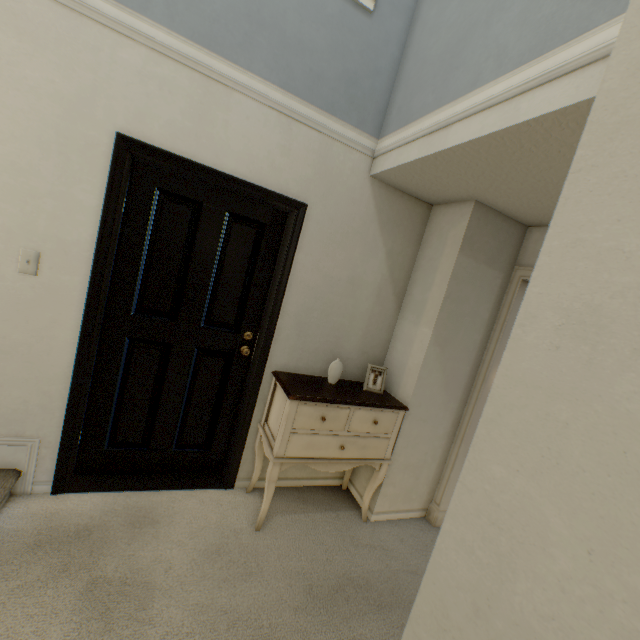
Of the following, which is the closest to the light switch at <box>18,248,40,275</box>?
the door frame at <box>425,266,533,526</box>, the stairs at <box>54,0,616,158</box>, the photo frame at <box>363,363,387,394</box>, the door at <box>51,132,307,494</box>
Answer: the door at <box>51,132,307,494</box>

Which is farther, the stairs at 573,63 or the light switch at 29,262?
the light switch at 29,262

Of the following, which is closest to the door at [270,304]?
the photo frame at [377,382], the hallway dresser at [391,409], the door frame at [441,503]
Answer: the hallway dresser at [391,409]

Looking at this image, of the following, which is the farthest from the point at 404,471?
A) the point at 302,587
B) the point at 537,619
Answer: the point at 537,619

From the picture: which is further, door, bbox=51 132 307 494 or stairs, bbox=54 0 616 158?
door, bbox=51 132 307 494

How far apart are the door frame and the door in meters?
1.6 m

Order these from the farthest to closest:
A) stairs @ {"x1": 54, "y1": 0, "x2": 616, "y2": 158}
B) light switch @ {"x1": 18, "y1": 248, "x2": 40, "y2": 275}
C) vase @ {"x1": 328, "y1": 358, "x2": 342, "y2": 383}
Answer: vase @ {"x1": 328, "y1": 358, "x2": 342, "y2": 383} → light switch @ {"x1": 18, "y1": 248, "x2": 40, "y2": 275} → stairs @ {"x1": 54, "y1": 0, "x2": 616, "y2": 158}

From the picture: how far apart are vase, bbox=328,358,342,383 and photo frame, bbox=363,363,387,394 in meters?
0.2 m
